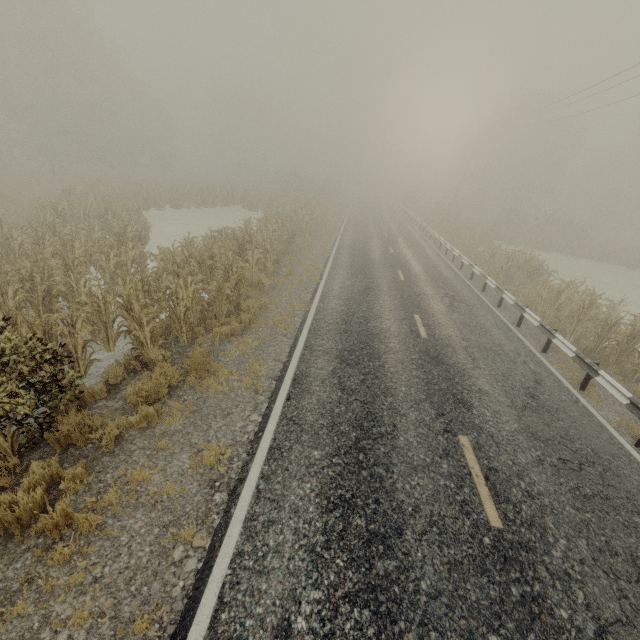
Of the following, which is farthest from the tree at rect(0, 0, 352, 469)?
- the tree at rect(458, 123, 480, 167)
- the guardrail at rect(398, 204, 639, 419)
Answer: the tree at rect(458, 123, 480, 167)

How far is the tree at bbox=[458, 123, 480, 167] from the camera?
57.5 meters

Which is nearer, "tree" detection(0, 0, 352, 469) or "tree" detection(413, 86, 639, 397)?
"tree" detection(0, 0, 352, 469)

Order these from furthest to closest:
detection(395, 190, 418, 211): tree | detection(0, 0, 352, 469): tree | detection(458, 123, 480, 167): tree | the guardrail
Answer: detection(458, 123, 480, 167): tree < detection(395, 190, 418, 211): tree < the guardrail < detection(0, 0, 352, 469): tree

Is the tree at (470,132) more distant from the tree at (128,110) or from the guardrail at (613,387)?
the tree at (128,110)

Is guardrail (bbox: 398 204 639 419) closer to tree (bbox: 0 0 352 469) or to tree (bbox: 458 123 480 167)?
tree (bbox: 0 0 352 469)

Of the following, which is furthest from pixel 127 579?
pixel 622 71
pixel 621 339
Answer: pixel 622 71

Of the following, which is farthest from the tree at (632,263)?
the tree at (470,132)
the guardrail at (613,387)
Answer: the tree at (470,132)
